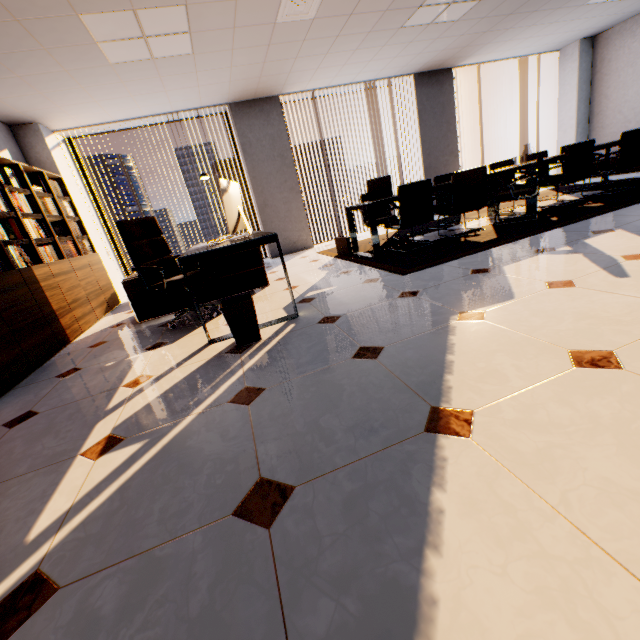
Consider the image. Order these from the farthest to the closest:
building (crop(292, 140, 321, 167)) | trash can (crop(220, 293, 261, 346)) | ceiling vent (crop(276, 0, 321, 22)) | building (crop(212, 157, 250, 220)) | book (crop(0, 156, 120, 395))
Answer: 1. building (crop(292, 140, 321, 167))
2. building (crop(212, 157, 250, 220))
3. ceiling vent (crop(276, 0, 321, 22))
4. book (crop(0, 156, 120, 395))
5. trash can (crop(220, 293, 261, 346))

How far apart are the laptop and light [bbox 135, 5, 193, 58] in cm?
269

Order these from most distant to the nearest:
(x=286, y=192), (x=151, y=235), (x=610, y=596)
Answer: (x=286, y=192), (x=151, y=235), (x=610, y=596)

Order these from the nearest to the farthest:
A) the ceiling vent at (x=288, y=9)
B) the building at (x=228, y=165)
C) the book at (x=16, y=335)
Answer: the book at (x=16, y=335) < the ceiling vent at (x=288, y=9) < the building at (x=228, y=165)

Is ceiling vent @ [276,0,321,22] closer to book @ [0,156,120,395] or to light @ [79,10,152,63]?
light @ [79,10,152,63]

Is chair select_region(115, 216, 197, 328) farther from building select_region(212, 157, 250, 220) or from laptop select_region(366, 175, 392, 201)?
building select_region(212, 157, 250, 220)

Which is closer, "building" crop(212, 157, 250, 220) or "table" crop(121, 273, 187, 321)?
"table" crop(121, 273, 187, 321)

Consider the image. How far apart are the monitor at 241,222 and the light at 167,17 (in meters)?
1.86
